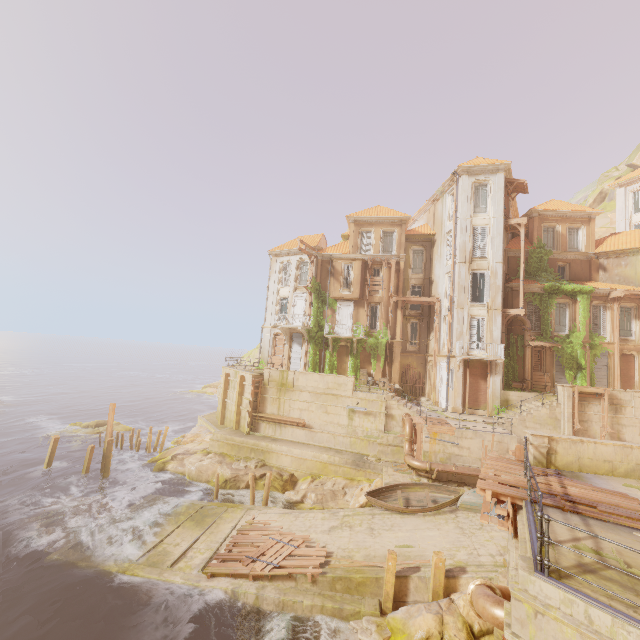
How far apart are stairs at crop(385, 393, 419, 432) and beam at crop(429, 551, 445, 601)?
11.32m

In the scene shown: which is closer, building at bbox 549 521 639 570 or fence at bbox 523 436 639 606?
fence at bbox 523 436 639 606

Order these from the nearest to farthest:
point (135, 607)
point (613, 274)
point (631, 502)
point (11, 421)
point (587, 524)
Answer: point (587, 524) < point (631, 502) < point (135, 607) < point (613, 274) < point (11, 421)

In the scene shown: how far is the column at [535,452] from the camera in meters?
11.5 m

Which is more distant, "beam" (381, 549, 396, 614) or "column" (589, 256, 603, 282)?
"column" (589, 256, 603, 282)

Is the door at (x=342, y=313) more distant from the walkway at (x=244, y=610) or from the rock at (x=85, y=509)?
the rock at (x=85, y=509)

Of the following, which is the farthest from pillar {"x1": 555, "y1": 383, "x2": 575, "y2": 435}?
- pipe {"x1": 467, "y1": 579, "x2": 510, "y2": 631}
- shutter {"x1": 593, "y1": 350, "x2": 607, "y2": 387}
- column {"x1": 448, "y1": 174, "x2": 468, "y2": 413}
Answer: pipe {"x1": 467, "y1": 579, "x2": 510, "y2": 631}

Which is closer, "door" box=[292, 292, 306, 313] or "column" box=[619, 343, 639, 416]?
"column" box=[619, 343, 639, 416]
